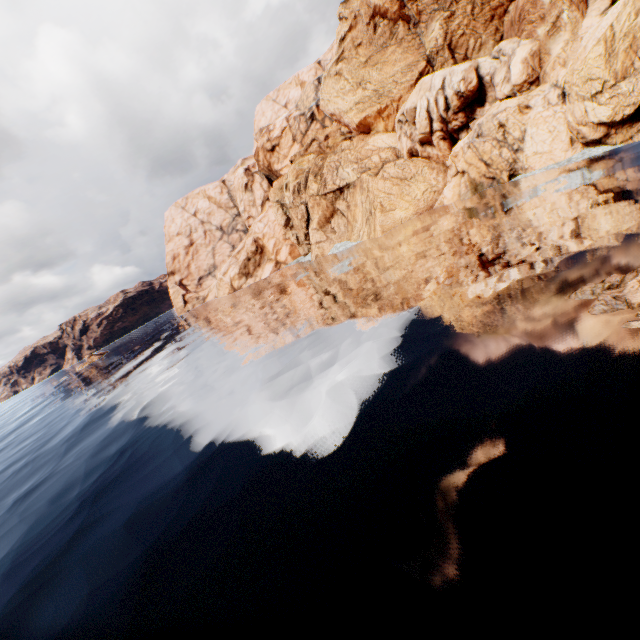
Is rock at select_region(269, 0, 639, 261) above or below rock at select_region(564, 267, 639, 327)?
above

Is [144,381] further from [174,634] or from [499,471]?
[499,471]

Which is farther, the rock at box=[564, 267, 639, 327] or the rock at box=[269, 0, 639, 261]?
the rock at box=[269, 0, 639, 261]

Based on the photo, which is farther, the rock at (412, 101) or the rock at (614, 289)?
the rock at (412, 101)

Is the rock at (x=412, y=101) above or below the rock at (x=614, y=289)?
above
